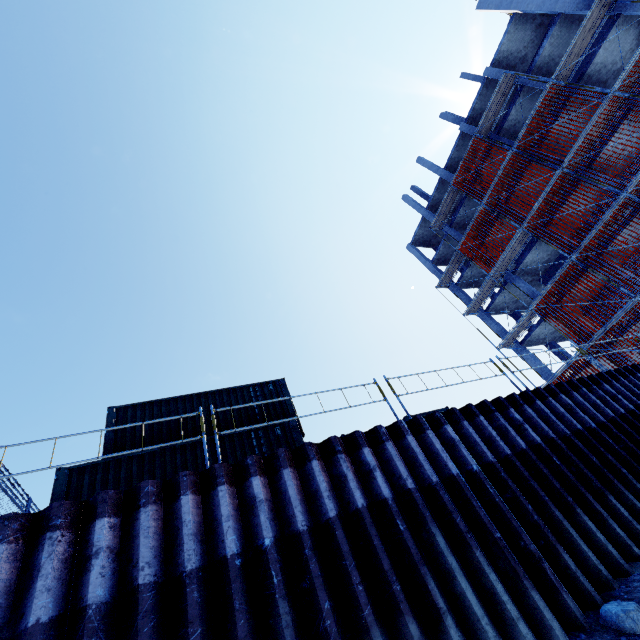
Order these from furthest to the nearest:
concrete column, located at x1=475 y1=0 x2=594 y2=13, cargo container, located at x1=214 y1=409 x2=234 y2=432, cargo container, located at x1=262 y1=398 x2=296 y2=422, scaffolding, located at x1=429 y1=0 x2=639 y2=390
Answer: concrete column, located at x1=475 y1=0 x2=594 y2=13, scaffolding, located at x1=429 y1=0 x2=639 y2=390, cargo container, located at x1=262 y1=398 x2=296 y2=422, cargo container, located at x1=214 y1=409 x2=234 y2=432

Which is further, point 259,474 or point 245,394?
point 245,394

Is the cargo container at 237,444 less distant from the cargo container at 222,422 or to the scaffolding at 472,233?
the cargo container at 222,422

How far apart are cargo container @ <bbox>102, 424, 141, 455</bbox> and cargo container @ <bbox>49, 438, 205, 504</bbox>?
1.2m

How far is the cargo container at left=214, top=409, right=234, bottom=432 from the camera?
10.87m

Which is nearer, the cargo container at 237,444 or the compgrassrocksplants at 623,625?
the compgrassrocksplants at 623,625
